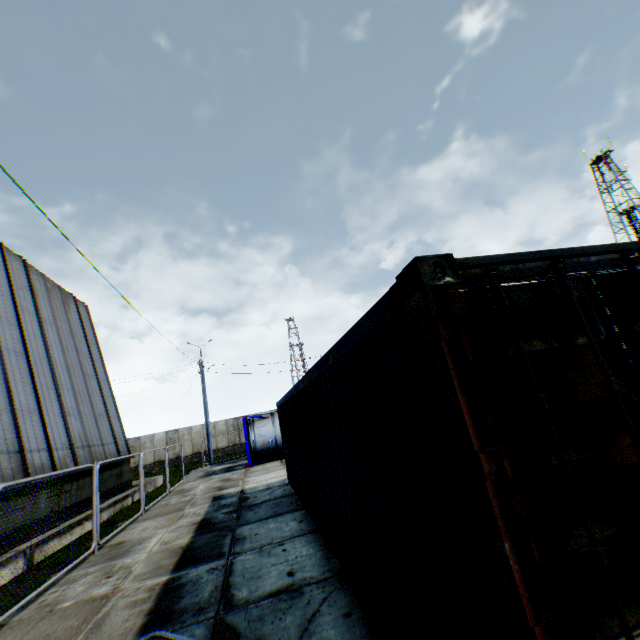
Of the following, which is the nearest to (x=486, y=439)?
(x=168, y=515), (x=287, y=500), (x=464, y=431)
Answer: (x=464, y=431)

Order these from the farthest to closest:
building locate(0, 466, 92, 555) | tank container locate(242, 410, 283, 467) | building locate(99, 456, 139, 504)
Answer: tank container locate(242, 410, 283, 467), building locate(99, 456, 139, 504), building locate(0, 466, 92, 555)

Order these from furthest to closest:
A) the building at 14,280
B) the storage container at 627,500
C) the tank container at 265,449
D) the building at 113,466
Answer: the tank container at 265,449 → the building at 113,466 → the building at 14,280 → the storage container at 627,500

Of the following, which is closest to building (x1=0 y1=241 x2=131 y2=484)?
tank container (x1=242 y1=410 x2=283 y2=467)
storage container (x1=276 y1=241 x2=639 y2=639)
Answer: tank container (x1=242 y1=410 x2=283 y2=467)

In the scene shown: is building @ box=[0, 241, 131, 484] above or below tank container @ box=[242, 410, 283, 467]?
above

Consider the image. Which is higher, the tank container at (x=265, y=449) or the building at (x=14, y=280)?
the building at (x=14, y=280)
